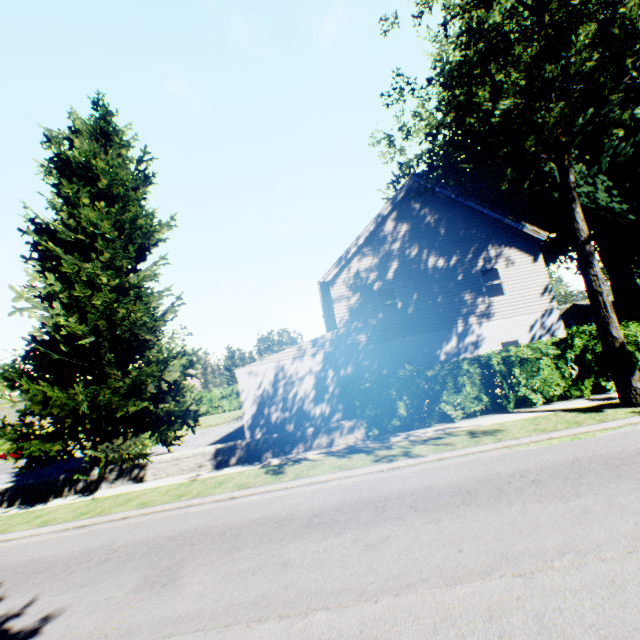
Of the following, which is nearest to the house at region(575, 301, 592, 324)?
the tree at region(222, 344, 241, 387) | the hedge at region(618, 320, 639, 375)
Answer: the hedge at region(618, 320, 639, 375)

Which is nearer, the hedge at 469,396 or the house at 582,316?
the hedge at 469,396

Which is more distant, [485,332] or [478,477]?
[485,332]

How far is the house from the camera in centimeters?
5788cm

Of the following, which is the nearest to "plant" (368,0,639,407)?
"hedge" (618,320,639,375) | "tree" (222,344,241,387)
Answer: "tree" (222,344,241,387)

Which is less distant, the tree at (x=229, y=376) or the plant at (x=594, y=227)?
the plant at (x=594, y=227)

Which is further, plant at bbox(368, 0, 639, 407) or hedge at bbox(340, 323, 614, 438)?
hedge at bbox(340, 323, 614, 438)

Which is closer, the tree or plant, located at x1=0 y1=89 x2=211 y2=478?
plant, located at x1=0 y1=89 x2=211 y2=478
